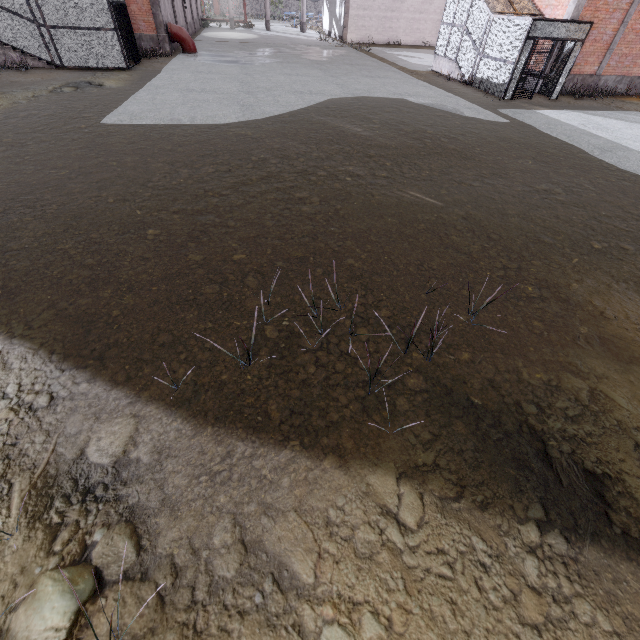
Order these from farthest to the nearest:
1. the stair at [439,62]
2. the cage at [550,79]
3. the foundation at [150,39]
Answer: the foundation at [150,39] < the stair at [439,62] < the cage at [550,79]

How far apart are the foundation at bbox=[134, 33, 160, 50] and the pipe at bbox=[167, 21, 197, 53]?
1.1m

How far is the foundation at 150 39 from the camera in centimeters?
1991cm

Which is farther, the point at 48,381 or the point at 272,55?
the point at 272,55

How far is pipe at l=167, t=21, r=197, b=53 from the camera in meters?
20.8 m

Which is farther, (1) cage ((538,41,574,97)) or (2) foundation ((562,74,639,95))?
(2) foundation ((562,74,639,95))

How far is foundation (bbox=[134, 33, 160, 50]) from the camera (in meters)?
19.91

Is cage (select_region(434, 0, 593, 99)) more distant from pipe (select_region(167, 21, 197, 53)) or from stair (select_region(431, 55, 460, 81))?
pipe (select_region(167, 21, 197, 53))
